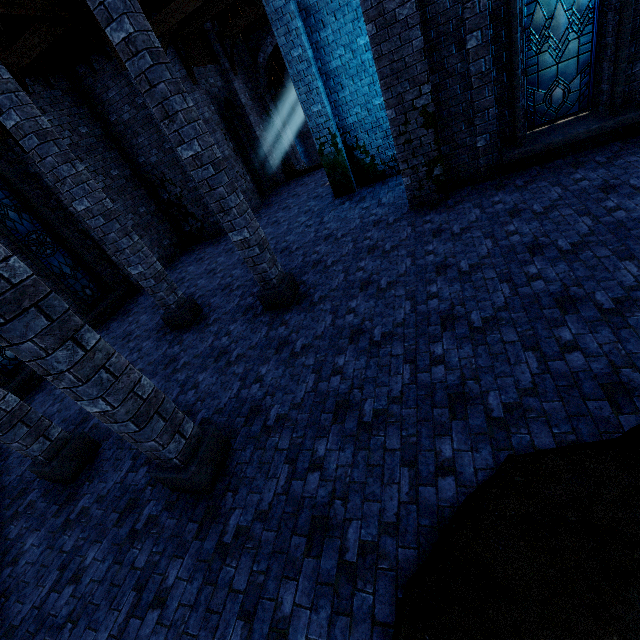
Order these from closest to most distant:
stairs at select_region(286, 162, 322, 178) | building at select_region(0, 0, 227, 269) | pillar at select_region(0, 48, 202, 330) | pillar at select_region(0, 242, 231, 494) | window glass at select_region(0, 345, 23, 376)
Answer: pillar at select_region(0, 242, 231, 494)
pillar at select_region(0, 48, 202, 330)
building at select_region(0, 0, 227, 269)
window glass at select_region(0, 345, 23, 376)
stairs at select_region(286, 162, 322, 178)

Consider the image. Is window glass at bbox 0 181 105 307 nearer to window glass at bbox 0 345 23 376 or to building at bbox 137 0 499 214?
building at bbox 137 0 499 214

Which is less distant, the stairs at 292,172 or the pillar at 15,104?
the pillar at 15,104

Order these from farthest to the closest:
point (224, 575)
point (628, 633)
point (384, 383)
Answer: point (384, 383) < point (224, 575) < point (628, 633)

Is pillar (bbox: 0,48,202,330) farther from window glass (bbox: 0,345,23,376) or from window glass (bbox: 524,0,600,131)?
window glass (bbox: 524,0,600,131)

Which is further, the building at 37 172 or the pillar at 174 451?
the building at 37 172

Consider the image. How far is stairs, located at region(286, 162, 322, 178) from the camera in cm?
1741

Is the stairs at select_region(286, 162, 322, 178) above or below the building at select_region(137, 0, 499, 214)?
below
